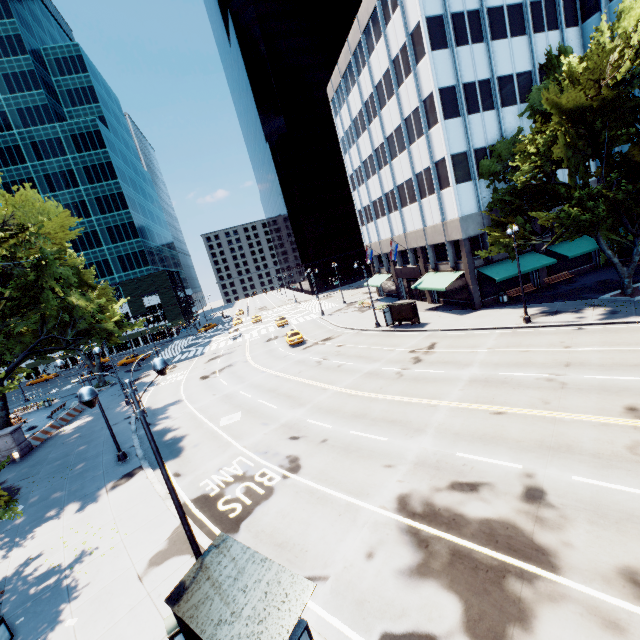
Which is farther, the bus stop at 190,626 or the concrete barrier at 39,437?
the concrete barrier at 39,437

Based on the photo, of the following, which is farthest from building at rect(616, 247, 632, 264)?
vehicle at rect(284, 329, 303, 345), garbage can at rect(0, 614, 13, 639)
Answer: garbage can at rect(0, 614, 13, 639)

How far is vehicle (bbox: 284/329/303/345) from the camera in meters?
36.8 m

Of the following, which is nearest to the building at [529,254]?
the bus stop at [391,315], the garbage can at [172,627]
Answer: the bus stop at [391,315]

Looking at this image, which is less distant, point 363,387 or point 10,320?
point 363,387

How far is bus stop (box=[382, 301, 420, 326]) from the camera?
31.47m

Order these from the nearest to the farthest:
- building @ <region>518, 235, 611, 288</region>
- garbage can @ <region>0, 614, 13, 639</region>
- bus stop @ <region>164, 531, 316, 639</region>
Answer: bus stop @ <region>164, 531, 316, 639</region>
garbage can @ <region>0, 614, 13, 639</region>
building @ <region>518, 235, 611, 288</region>

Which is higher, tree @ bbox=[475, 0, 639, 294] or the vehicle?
tree @ bbox=[475, 0, 639, 294]
